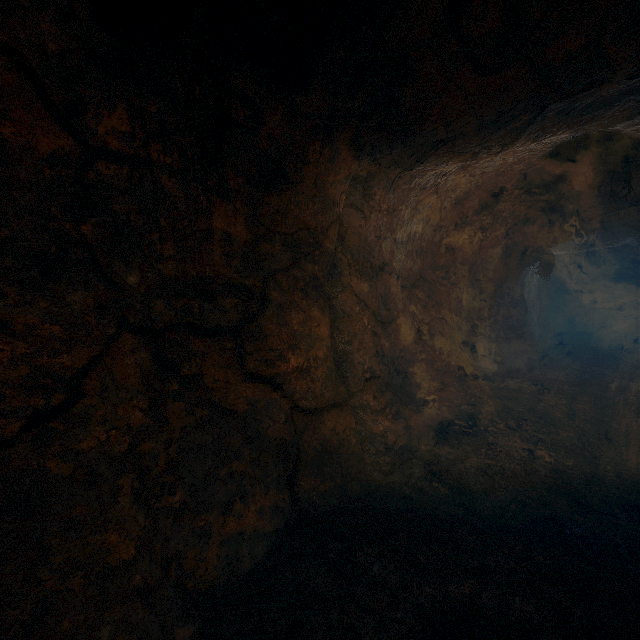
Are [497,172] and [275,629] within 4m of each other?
no
